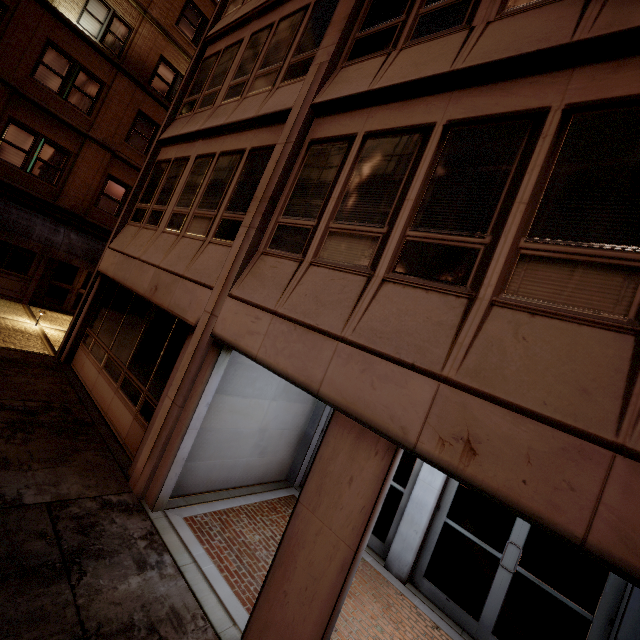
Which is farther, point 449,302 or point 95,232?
point 95,232

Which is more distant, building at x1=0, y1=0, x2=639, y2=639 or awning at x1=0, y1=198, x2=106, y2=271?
awning at x1=0, y1=198, x2=106, y2=271

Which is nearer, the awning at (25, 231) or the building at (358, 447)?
the building at (358, 447)
